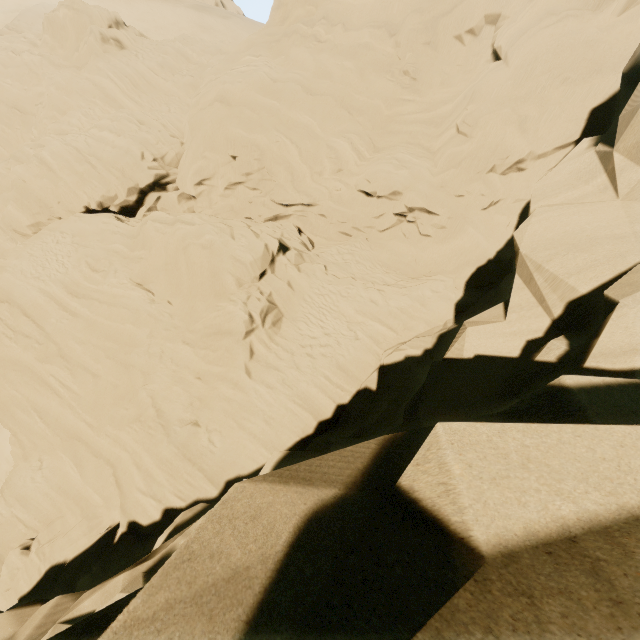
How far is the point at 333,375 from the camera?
12.50m
